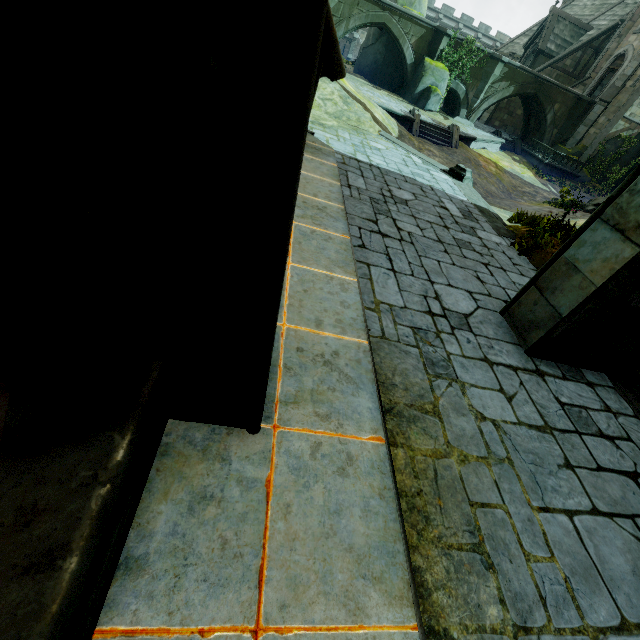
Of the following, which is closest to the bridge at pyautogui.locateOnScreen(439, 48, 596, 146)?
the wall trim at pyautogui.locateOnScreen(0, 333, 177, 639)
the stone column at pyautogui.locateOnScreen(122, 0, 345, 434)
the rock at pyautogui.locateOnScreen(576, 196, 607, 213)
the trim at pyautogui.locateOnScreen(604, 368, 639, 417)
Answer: the rock at pyautogui.locateOnScreen(576, 196, 607, 213)

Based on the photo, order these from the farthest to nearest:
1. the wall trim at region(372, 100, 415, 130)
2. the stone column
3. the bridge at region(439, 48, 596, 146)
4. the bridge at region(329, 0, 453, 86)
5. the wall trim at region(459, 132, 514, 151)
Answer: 1. the bridge at region(439, 48, 596, 146)
2. the bridge at region(329, 0, 453, 86)
3. the wall trim at region(459, 132, 514, 151)
4. the wall trim at region(372, 100, 415, 130)
5. the stone column

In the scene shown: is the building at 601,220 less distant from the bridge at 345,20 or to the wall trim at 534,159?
the bridge at 345,20

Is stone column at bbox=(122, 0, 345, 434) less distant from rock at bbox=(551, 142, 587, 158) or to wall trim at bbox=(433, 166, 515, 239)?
wall trim at bbox=(433, 166, 515, 239)

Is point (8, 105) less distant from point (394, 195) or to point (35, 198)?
point (35, 198)

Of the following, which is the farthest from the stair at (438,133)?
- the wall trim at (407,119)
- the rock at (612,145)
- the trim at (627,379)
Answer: the trim at (627,379)

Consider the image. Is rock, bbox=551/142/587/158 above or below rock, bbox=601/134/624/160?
below

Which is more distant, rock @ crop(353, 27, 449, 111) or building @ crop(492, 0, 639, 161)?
building @ crop(492, 0, 639, 161)
